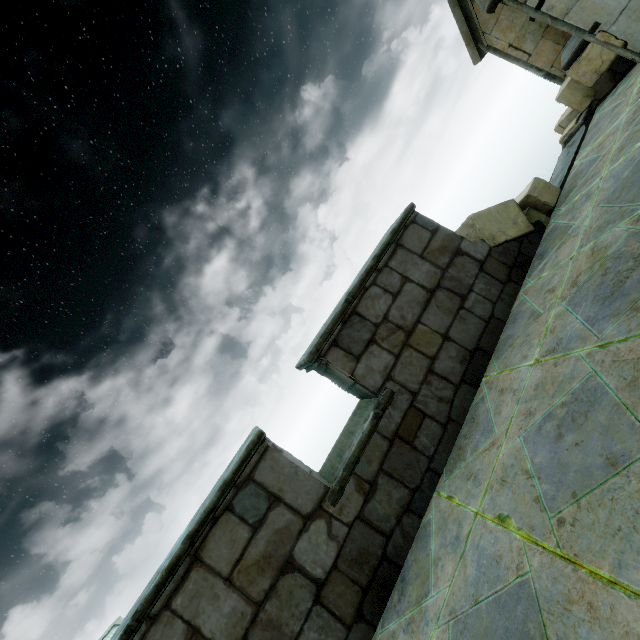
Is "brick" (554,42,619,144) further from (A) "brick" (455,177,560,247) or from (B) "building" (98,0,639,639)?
(A) "brick" (455,177,560,247)

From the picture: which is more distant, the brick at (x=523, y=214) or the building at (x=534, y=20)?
the brick at (x=523, y=214)

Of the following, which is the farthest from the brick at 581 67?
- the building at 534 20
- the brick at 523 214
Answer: the brick at 523 214

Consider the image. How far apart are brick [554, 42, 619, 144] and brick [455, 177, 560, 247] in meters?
2.1

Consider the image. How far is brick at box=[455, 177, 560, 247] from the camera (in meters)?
3.95

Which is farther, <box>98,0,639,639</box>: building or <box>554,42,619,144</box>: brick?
<box>554,42,619,144</box>: brick

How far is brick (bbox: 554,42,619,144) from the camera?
4.57m

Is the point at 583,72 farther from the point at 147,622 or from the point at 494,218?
the point at 147,622
